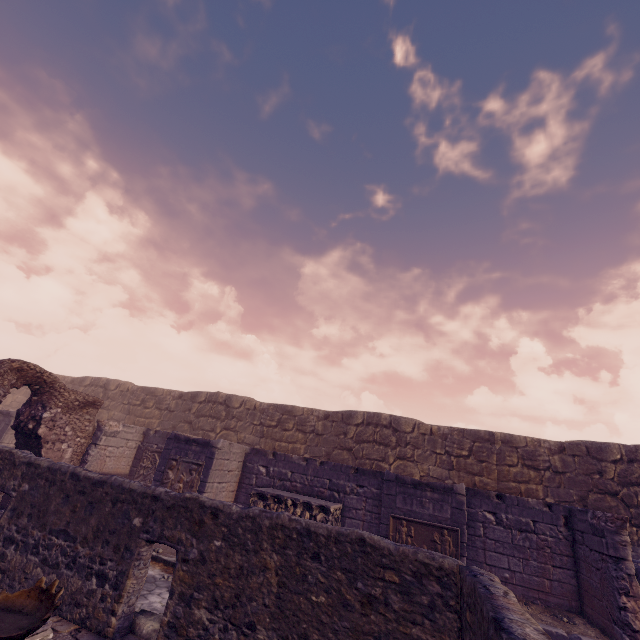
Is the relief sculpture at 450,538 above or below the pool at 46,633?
above

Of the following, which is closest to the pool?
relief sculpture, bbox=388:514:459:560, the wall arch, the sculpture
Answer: the sculpture

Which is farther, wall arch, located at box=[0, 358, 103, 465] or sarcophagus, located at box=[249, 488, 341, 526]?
wall arch, located at box=[0, 358, 103, 465]

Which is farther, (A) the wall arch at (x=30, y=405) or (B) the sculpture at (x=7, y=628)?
(A) the wall arch at (x=30, y=405)

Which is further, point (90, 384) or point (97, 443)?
point (90, 384)

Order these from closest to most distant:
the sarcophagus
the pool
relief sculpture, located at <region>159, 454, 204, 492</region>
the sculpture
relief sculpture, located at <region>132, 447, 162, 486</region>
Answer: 1. the sculpture
2. the pool
3. the sarcophagus
4. relief sculpture, located at <region>159, 454, 204, 492</region>
5. relief sculpture, located at <region>132, 447, 162, 486</region>

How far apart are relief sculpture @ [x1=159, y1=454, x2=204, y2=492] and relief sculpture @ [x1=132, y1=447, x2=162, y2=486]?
1.8 meters

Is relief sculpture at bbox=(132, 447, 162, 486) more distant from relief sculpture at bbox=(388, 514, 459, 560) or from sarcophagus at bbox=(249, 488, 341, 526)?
relief sculpture at bbox=(388, 514, 459, 560)
